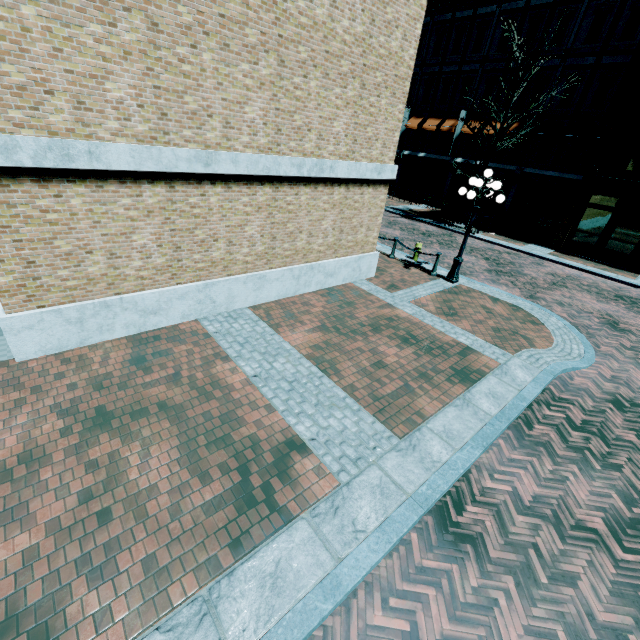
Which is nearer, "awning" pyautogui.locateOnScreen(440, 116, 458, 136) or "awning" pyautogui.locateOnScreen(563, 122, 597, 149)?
"awning" pyautogui.locateOnScreen(563, 122, 597, 149)

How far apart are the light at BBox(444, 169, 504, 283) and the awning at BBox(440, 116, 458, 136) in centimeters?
1660cm

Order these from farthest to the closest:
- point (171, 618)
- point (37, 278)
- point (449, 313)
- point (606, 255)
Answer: point (606, 255) → point (449, 313) → point (37, 278) → point (171, 618)

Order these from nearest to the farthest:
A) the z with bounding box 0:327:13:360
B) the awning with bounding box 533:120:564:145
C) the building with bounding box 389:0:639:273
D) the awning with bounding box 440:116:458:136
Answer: the z with bounding box 0:327:13:360 < the building with bounding box 389:0:639:273 < the awning with bounding box 533:120:564:145 < the awning with bounding box 440:116:458:136

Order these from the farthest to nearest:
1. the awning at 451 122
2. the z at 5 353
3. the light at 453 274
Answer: the awning at 451 122 < the light at 453 274 < the z at 5 353

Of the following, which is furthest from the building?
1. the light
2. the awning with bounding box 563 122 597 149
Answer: the light

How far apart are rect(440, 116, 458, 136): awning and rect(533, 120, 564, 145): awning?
5.47m

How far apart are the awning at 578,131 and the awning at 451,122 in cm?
715
